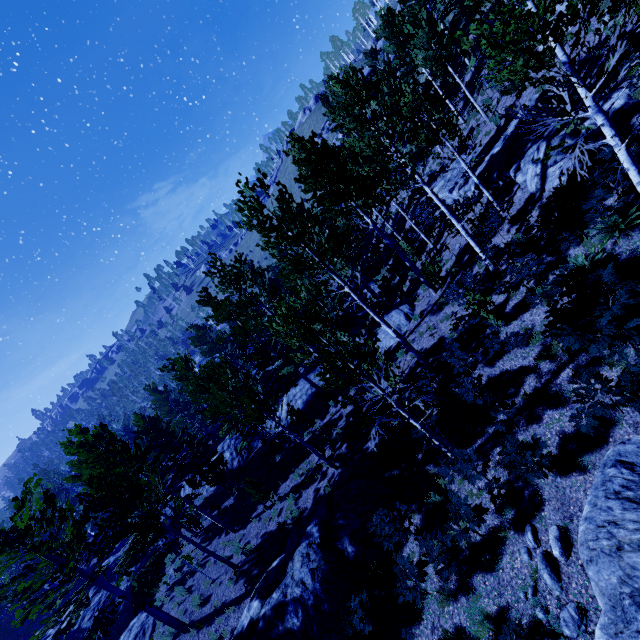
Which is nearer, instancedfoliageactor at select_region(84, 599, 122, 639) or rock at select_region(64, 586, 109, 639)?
instancedfoliageactor at select_region(84, 599, 122, 639)

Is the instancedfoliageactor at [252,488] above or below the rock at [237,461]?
above

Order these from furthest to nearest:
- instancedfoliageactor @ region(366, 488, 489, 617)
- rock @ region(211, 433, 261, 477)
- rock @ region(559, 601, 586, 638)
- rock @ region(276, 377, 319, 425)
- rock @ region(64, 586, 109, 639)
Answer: rock @ region(211, 433, 261, 477) < rock @ region(276, 377, 319, 425) < rock @ region(64, 586, 109, 639) < instancedfoliageactor @ region(366, 488, 489, 617) < rock @ region(559, 601, 586, 638)

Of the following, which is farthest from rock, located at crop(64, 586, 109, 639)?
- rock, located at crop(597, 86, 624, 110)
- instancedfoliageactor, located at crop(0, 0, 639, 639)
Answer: rock, located at crop(597, 86, 624, 110)

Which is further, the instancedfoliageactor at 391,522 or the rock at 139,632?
the rock at 139,632

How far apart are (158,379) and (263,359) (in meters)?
46.39

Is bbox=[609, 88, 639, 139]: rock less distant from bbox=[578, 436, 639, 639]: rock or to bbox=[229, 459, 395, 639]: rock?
bbox=[578, 436, 639, 639]: rock

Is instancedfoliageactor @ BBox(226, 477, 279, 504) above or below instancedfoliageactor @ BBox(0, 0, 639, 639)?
below
